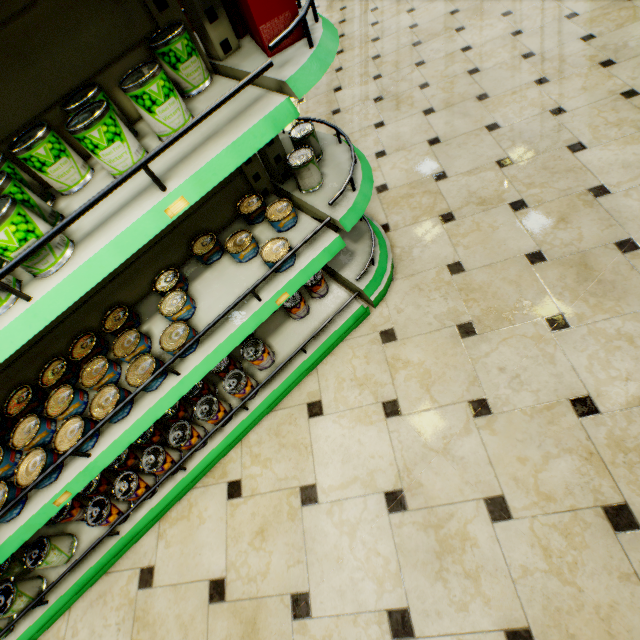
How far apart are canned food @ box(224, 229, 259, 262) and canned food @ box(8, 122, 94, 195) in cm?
56

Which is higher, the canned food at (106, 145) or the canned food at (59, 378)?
the canned food at (106, 145)

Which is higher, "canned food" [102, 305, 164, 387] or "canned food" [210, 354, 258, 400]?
"canned food" [102, 305, 164, 387]

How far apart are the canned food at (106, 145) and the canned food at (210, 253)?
0.5 meters

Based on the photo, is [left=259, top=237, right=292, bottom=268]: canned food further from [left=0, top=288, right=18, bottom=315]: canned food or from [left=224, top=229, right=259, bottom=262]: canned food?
[left=0, top=288, right=18, bottom=315]: canned food

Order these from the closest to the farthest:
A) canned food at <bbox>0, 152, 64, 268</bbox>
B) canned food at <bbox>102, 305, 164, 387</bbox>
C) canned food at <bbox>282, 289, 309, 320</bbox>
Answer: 1. canned food at <bbox>0, 152, 64, 268</bbox>
2. canned food at <bbox>102, 305, 164, 387</bbox>
3. canned food at <bbox>282, 289, 309, 320</bbox>

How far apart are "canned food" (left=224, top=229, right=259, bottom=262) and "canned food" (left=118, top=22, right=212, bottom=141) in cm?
55

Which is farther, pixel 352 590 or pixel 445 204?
pixel 445 204
